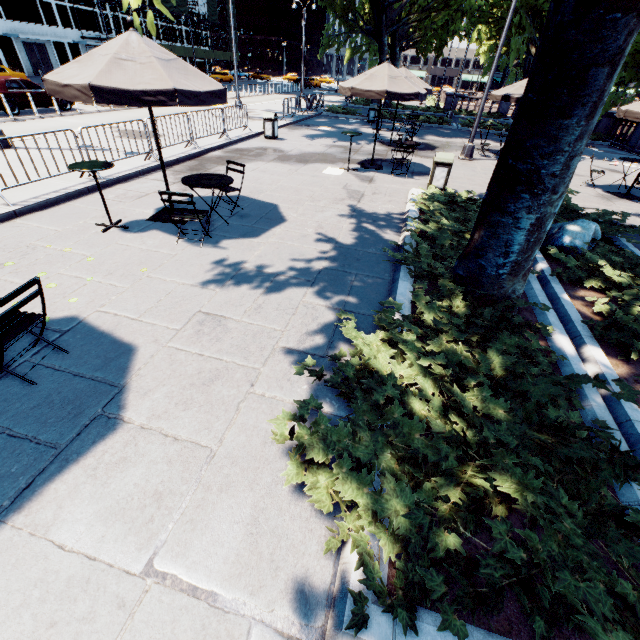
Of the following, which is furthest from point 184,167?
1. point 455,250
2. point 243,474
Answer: point 243,474

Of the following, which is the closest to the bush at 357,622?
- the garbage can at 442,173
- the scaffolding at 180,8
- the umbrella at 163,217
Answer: the umbrella at 163,217

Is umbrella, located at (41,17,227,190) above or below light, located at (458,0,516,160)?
above

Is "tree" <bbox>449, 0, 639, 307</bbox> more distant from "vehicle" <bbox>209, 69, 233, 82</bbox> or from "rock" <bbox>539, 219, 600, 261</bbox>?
"vehicle" <bbox>209, 69, 233, 82</bbox>

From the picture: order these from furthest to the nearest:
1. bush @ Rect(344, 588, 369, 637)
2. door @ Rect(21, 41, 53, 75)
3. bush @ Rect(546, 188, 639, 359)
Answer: door @ Rect(21, 41, 53, 75) < bush @ Rect(546, 188, 639, 359) < bush @ Rect(344, 588, 369, 637)

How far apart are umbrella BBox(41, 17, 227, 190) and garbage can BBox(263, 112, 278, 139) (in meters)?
8.53

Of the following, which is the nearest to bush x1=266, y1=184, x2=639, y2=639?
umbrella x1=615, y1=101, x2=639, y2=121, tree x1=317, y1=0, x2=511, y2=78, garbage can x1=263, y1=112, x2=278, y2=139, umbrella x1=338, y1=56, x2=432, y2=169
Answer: tree x1=317, y1=0, x2=511, y2=78

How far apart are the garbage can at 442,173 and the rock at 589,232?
3.4 meters
